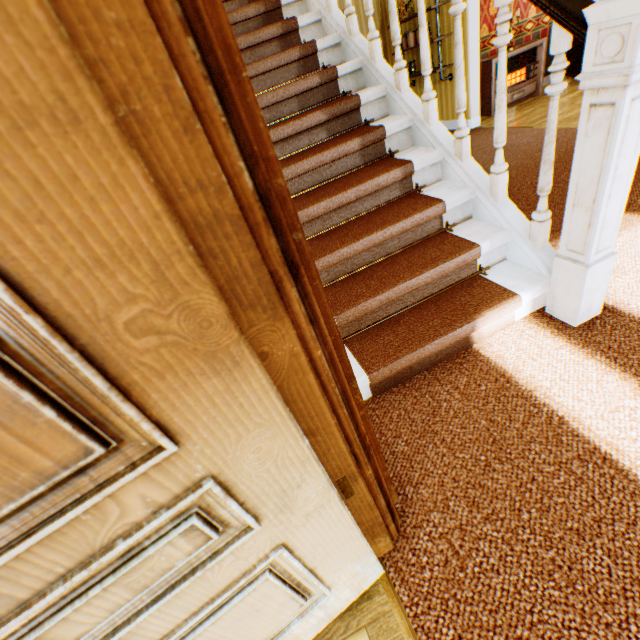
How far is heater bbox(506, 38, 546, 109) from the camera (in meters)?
5.87

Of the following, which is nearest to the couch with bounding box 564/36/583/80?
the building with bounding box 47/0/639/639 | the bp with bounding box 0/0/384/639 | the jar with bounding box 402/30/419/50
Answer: the building with bounding box 47/0/639/639

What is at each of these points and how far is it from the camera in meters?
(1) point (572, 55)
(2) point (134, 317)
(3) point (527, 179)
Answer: (1) couch, 6.1
(2) bp, 0.4
(3) building, 3.7

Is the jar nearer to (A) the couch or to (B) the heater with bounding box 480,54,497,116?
(B) the heater with bounding box 480,54,497,116

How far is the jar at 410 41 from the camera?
5.9 meters

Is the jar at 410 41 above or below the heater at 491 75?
above

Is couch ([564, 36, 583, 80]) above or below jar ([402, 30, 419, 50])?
below

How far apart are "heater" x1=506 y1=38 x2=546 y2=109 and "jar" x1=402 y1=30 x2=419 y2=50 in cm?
108
